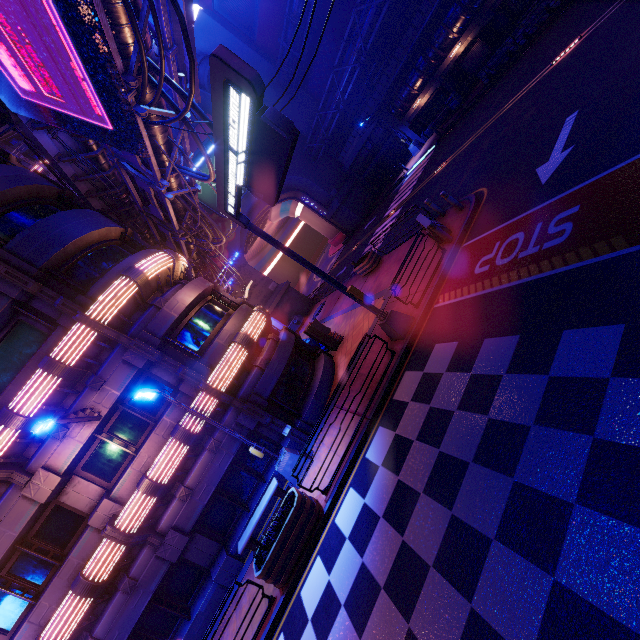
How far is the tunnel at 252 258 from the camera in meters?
38.1 m

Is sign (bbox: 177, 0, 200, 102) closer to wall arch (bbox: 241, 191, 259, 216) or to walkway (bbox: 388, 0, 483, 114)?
walkway (bbox: 388, 0, 483, 114)

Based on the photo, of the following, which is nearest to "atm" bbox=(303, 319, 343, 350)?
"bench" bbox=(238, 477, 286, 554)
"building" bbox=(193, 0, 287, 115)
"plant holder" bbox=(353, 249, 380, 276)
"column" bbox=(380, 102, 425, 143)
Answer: "plant holder" bbox=(353, 249, 380, 276)

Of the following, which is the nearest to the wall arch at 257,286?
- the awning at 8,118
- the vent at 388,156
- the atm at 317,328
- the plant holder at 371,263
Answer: the vent at 388,156

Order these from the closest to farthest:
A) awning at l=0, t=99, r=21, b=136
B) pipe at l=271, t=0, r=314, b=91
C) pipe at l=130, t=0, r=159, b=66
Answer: pipe at l=130, t=0, r=159, b=66 < awning at l=0, t=99, r=21, b=136 < pipe at l=271, t=0, r=314, b=91

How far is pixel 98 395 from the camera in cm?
1129

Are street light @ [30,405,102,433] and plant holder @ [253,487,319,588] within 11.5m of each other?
yes

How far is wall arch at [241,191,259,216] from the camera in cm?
3606
